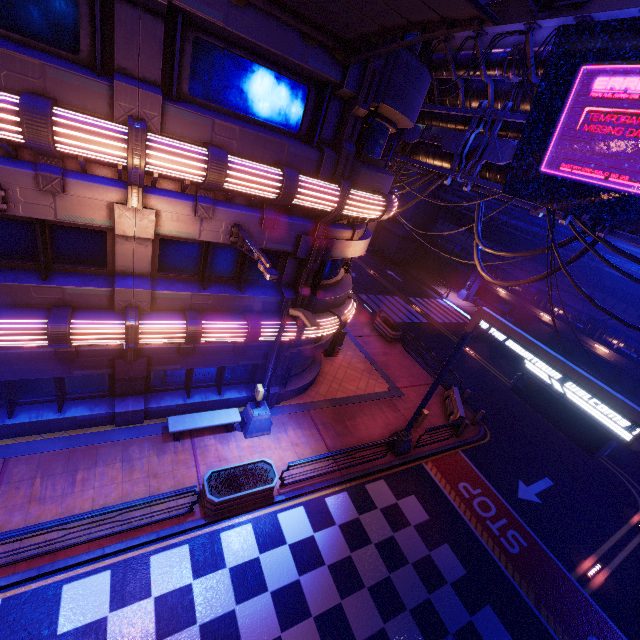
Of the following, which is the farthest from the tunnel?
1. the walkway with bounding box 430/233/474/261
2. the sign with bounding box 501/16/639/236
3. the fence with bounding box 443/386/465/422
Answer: the sign with bounding box 501/16/639/236

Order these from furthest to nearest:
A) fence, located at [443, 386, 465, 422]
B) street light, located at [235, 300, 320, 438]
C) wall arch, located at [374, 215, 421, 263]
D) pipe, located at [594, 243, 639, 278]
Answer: wall arch, located at [374, 215, 421, 263]
pipe, located at [594, 243, 639, 278]
fence, located at [443, 386, 465, 422]
street light, located at [235, 300, 320, 438]

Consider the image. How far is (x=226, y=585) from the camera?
8.5m

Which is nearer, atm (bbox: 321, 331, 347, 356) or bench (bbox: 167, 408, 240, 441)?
bench (bbox: 167, 408, 240, 441)

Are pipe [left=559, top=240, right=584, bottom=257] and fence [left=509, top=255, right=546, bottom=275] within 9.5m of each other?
yes

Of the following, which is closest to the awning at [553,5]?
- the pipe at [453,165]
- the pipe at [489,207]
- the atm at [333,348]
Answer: the pipe at [453,165]

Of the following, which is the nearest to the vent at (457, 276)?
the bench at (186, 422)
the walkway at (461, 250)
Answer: the walkway at (461, 250)

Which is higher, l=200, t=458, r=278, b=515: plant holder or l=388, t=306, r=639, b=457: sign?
l=388, t=306, r=639, b=457: sign
